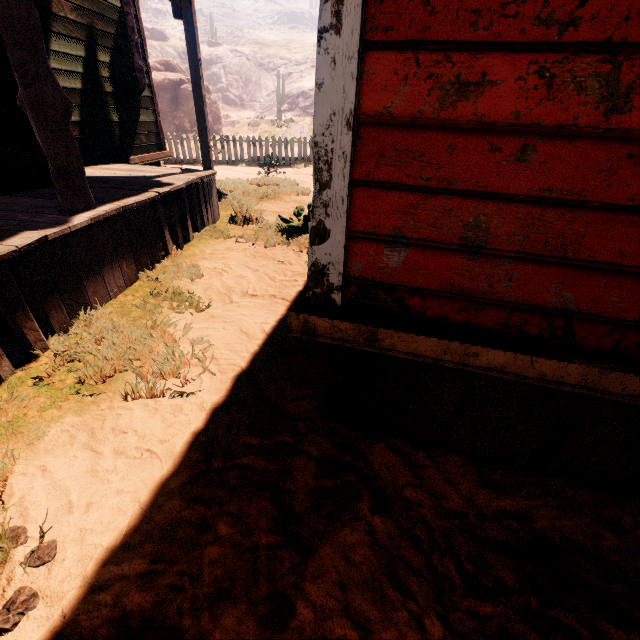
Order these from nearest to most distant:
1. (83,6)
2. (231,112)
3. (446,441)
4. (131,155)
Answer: (446,441) < (83,6) < (131,155) < (231,112)

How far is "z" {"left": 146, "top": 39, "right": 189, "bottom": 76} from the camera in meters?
48.6 m

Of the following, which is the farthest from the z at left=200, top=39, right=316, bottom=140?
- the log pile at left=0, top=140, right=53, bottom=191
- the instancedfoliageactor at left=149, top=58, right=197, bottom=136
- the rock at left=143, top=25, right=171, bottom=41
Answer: the instancedfoliageactor at left=149, top=58, right=197, bottom=136

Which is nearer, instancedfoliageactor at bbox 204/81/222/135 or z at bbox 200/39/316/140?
instancedfoliageactor at bbox 204/81/222/135

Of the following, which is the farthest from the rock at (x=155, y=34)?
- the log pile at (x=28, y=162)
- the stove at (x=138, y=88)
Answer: the log pile at (x=28, y=162)

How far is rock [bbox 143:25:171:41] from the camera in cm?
5017

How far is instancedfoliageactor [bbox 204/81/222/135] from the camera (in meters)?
26.17

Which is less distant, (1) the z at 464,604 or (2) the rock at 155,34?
(1) the z at 464,604
